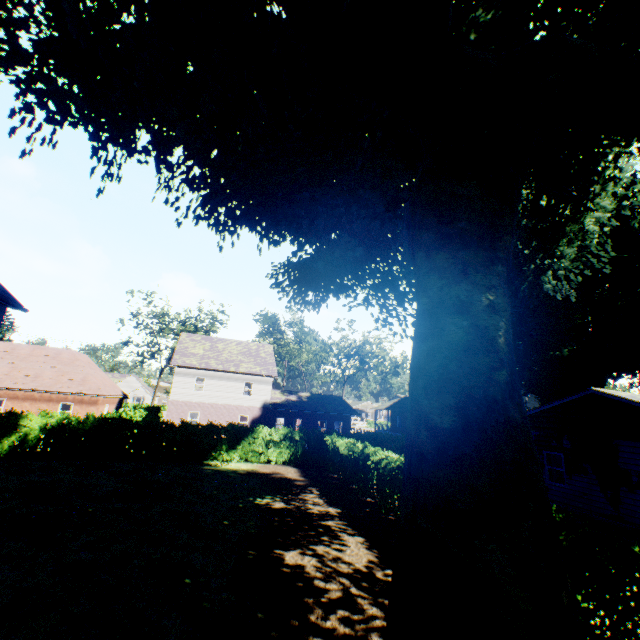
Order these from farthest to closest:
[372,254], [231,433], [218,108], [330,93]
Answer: [231,433]
[372,254]
[330,93]
[218,108]

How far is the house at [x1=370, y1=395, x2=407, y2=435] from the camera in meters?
48.0

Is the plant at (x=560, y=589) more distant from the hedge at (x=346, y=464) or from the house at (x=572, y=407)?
the hedge at (x=346, y=464)

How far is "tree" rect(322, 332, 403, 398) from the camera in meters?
50.7

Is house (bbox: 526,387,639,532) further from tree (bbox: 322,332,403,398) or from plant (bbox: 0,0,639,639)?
tree (bbox: 322,332,403,398)

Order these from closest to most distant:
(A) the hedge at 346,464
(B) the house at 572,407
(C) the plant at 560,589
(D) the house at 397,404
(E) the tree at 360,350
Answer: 1. (C) the plant at 560,589
2. (B) the house at 572,407
3. (A) the hedge at 346,464
4. (D) the house at 397,404
5. (E) the tree at 360,350

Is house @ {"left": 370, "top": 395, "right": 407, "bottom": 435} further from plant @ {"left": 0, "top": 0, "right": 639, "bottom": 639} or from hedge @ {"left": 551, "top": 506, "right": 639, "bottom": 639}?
hedge @ {"left": 551, "top": 506, "right": 639, "bottom": 639}

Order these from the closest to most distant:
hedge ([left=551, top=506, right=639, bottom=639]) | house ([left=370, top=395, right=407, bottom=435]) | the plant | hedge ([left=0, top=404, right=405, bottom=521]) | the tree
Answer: the plant
hedge ([left=551, top=506, right=639, bottom=639])
hedge ([left=0, top=404, right=405, bottom=521])
house ([left=370, top=395, right=407, bottom=435])
the tree
